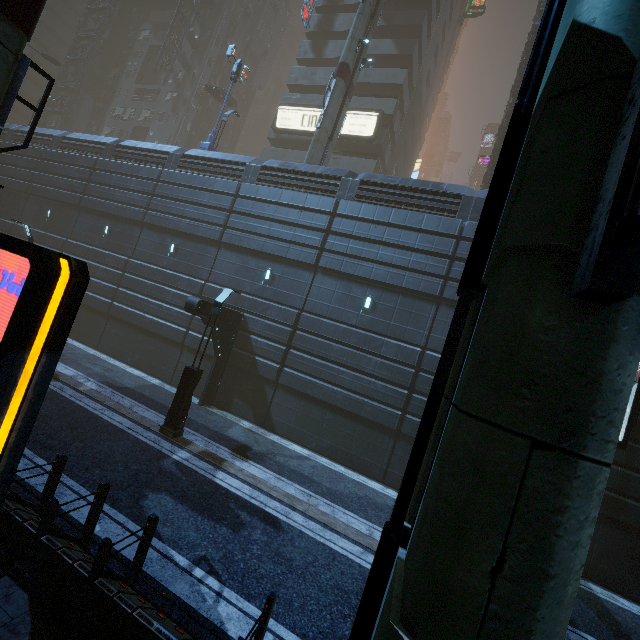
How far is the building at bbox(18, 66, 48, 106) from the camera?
53.72m

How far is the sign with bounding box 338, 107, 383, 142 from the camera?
28.44m

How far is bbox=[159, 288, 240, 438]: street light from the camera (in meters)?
11.20

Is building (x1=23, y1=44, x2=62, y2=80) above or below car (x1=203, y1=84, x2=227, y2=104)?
above

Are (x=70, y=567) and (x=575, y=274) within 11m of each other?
yes

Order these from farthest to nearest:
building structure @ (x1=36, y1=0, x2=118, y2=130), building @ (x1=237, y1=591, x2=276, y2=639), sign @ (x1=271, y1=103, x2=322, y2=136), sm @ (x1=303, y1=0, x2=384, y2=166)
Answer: building structure @ (x1=36, y1=0, x2=118, y2=130) → sign @ (x1=271, y1=103, x2=322, y2=136) → sm @ (x1=303, y1=0, x2=384, y2=166) → building @ (x1=237, y1=591, x2=276, y2=639)

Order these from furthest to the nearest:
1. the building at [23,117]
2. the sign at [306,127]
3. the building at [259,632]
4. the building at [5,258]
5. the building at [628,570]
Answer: the sign at [306,127] < the building at [23,117] < the building at [5,258] < the building at [628,570] < the building at [259,632]

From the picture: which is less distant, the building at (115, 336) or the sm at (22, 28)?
the sm at (22, 28)
